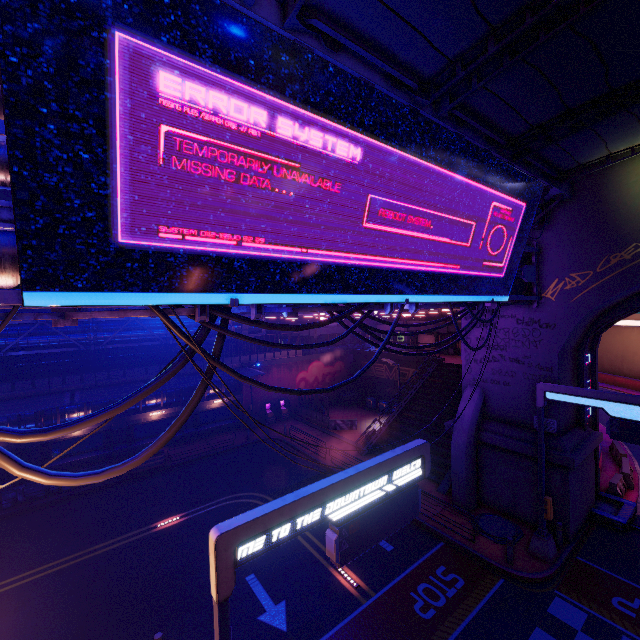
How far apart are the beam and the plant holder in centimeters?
1816cm

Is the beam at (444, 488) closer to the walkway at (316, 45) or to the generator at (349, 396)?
the walkway at (316, 45)

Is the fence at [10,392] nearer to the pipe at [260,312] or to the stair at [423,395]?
the stair at [423,395]

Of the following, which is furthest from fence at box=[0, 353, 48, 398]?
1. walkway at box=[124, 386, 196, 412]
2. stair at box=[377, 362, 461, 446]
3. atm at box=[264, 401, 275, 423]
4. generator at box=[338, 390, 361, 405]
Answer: stair at box=[377, 362, 461, 446]

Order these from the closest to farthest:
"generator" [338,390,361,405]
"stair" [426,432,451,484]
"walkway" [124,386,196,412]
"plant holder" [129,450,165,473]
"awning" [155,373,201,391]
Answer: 1. "stair" [426,432,451,484]
2. "plant holder" [129,450,165,473]
3. "awning" [155,373,201,391]
4. "walkway" [124,386,196,412]
5. "generator" [338,390,361,405]

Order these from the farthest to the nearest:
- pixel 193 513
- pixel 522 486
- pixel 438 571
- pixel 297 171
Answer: pixel 193 513, pixel 522 486, pixel 438 571, pixel 297 171

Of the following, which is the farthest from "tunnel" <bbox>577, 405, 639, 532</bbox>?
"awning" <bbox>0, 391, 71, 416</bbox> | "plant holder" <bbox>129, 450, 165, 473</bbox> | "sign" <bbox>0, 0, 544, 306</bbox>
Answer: "awning" <bbox>0, 391, 71, 416</bbox>

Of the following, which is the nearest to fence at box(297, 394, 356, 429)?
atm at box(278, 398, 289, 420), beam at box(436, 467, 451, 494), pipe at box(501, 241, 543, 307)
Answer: atm at box(278, 398, 289, 420)
